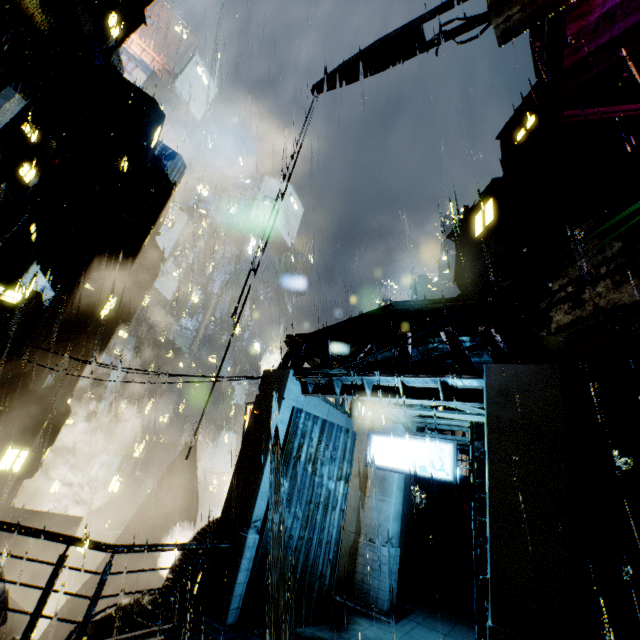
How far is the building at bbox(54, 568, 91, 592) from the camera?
55.16m

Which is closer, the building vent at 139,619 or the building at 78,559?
the building vent at 139,619

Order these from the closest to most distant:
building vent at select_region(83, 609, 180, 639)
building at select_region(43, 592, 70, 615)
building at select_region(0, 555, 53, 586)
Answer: building vent at select_region(83, 609, 180, 639) → building at select_region(0, 555, 53, 586) → building at select_region(43, 592, 70, 615)

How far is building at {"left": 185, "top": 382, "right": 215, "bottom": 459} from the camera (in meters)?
11.79

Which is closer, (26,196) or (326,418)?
(326,418)

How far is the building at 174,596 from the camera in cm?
830

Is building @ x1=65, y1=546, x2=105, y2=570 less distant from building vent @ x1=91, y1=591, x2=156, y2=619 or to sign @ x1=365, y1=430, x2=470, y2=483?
building vent @ x1=91, y1=591, x2=156, y2=619
